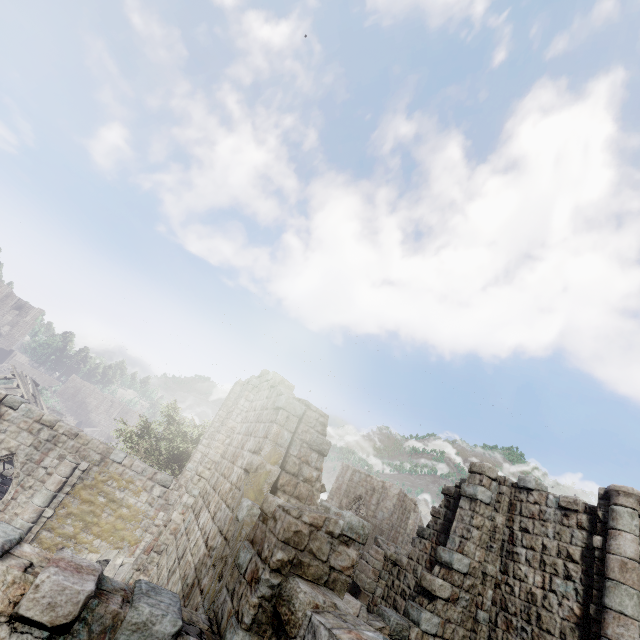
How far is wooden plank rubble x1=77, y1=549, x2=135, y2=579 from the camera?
13.17m

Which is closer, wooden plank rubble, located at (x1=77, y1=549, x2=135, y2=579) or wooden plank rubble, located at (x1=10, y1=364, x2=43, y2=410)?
wooden plank rubble, located at (x1=77, y1=549, x2=135, y2=579)

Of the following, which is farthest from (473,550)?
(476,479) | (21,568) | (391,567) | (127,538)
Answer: (127,538)

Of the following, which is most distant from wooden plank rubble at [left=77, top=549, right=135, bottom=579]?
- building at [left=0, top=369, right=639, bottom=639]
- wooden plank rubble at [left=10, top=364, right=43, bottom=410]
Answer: wooden plank rubble at [left=10, top=364, right=43, bottom=410]

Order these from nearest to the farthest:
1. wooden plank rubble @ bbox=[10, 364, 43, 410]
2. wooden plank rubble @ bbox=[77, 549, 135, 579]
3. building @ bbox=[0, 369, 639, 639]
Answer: building @ bbox=[0, 369, 639, 639]
wooden plank rubble @ bbox=[77, 549, 135, 579]
wooden plank rubble @ bbox=[10, 364, 43, 410]

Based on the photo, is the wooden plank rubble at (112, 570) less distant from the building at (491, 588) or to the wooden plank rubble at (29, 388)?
the building at (491, 588)

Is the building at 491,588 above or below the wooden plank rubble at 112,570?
above

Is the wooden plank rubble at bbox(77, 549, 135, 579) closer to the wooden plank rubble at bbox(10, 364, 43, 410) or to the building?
the building
